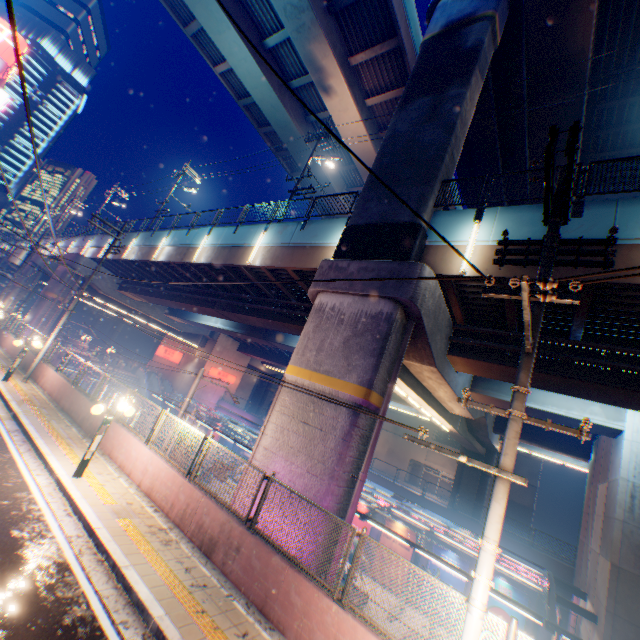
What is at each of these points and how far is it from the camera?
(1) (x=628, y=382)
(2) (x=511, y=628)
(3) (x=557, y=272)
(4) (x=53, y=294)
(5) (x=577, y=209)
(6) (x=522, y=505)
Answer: (1) overpass support, 9.4m
(2) metal fence, 4.6m
(3) overpass support, 8.4m
(4) overpass support, 28.5m
(5) metal fence, 8.8m
(6) building, 44.0m

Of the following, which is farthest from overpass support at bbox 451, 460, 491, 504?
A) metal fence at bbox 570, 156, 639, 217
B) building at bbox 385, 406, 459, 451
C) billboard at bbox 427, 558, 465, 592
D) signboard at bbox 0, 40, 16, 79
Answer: signboard at bbox 0, 40, 16, 79

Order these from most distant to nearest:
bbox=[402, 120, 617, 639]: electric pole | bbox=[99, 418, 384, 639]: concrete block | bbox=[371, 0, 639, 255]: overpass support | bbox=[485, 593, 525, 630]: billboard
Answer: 1. bbox=[485, 593, 525, 630]: billboard
2. bbox=[371, 0, 639, 255]: overpass support
3. bbox=[99, 418, 384, 639]: concrete block
4. bbox=[402, 120, 617, 639]: electric pole

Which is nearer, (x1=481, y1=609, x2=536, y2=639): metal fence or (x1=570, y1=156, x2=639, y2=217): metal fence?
(x1=481, y1=609, x2=536, y2=639): metal fence

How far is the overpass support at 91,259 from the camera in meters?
29.1 m

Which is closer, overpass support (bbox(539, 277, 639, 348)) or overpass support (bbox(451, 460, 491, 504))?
overpass support (bbox(539, 277, 639, 348))
